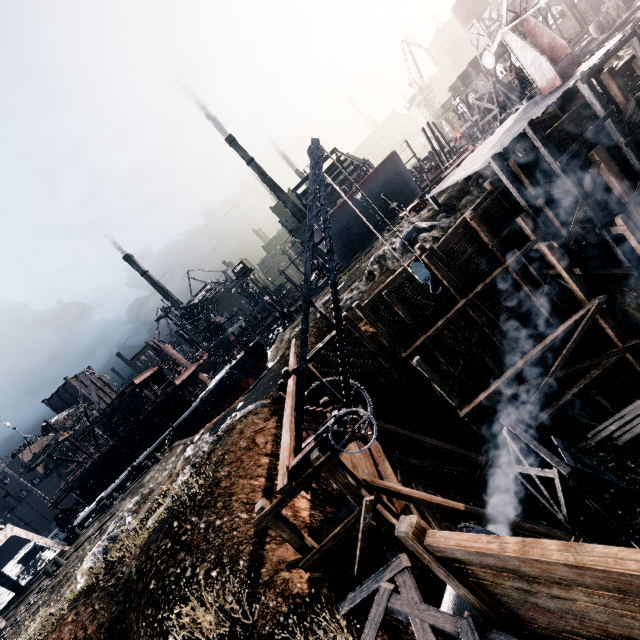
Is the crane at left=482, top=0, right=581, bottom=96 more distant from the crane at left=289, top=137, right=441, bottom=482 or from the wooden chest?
the wooden chest

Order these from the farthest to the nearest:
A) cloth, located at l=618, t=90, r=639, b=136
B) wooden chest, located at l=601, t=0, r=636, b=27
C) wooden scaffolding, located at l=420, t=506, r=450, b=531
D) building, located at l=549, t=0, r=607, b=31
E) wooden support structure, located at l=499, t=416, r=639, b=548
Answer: building, located at l=549, t=0, r=607, b=31 → wooden chest, located at l=601, t=0, r=636, b=27 → cloth, located at l=618, t=90, r=639, b=136 → wooden scaffolding, located at l=420, t=506, r=450, b=531 → wooden support structure, located at l=499, t=416, r=639, b=548

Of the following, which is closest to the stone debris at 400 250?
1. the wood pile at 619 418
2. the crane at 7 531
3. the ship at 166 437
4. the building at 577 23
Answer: the wood pile at 619 418

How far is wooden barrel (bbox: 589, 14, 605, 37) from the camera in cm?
3078

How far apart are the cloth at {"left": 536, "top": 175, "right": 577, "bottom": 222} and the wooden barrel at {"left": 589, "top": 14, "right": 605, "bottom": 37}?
29.5 meters

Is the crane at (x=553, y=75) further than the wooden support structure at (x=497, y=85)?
No

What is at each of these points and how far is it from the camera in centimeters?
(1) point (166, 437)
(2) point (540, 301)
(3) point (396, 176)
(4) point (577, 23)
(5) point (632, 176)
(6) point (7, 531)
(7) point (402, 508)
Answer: (1) ship, 3728cm
(2) wooden scaffolding, 1773cm
(3) ship construction, 4278cm
(4) building, 5903cm
(5) cloth, 1653cm
(6) crane, 2981cm
(7) wooden scaffolding, 1016cm
